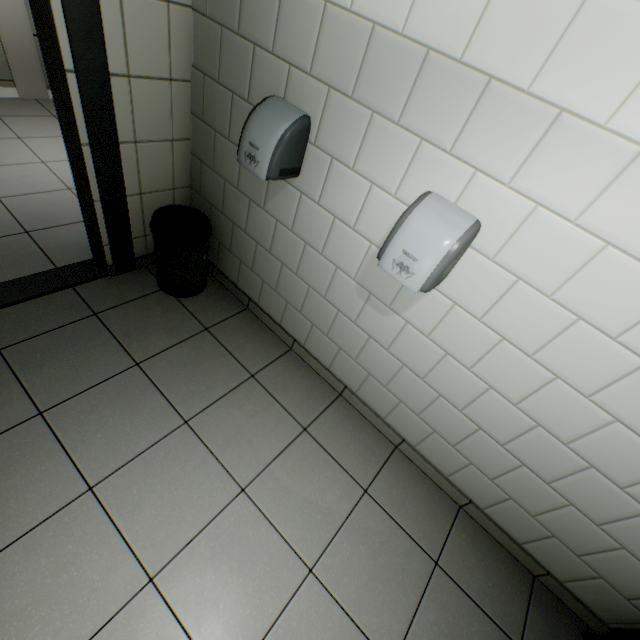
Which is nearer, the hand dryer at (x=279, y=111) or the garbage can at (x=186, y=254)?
the hand dryer at (x=279, y=111)

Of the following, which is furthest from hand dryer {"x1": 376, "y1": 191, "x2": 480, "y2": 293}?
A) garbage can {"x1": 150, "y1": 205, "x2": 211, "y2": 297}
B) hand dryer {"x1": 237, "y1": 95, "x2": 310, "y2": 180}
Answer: garbage can {"x1": 150, "y1": 205, "x2": 211, "y2": 297}

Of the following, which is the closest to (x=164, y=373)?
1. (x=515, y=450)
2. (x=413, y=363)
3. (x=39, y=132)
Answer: (x=413, y=363)

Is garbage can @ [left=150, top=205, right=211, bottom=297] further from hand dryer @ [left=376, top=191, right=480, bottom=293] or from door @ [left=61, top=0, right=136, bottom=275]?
hand dryer @ [left=376, top=191, right=480, bottom=293]

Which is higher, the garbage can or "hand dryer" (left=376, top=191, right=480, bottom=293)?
"hand dryer" (left=376, top=191, right=480, bottom=293)

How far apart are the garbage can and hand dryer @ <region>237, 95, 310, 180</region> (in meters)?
0.64

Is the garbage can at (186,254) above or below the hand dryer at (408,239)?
below

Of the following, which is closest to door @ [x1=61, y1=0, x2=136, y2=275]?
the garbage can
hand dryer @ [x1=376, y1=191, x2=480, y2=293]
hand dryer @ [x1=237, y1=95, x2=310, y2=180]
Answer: the garbage can
